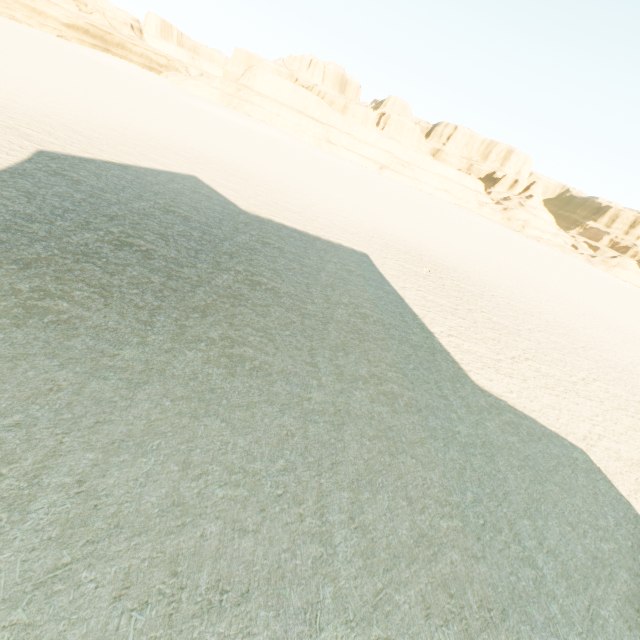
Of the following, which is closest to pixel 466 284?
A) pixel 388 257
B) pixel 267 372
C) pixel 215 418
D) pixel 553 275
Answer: pixel 388 257
